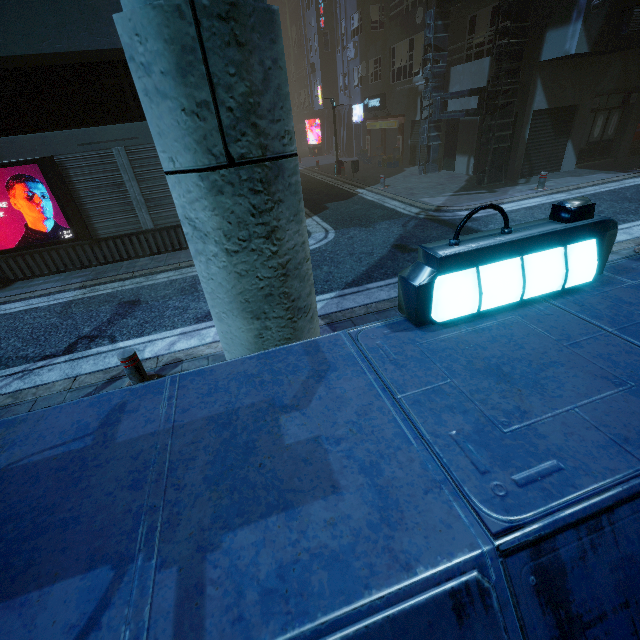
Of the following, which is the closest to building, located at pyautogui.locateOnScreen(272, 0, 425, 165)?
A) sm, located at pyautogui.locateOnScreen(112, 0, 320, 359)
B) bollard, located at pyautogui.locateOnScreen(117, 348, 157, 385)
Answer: sm, located at pyautogui.locateOnScreen(112, 0, 320, 359)

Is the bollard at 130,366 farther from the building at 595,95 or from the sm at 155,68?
the building at 595,95

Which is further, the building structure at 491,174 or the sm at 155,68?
the building structure at 491,174

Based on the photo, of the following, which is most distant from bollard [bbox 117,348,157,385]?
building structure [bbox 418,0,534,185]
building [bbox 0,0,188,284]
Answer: building structure [bbox 418,0,534,185]

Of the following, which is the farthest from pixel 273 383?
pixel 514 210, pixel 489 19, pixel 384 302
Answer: pixel 489 19

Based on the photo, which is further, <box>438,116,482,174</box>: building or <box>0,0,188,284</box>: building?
<box>438,116,482,174</box>: building

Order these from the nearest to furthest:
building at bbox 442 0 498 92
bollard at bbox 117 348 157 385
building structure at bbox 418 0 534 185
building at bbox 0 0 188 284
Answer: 1. bollard at bbox 117 348 157 385
2. building at bbox 0 0 188 284
3. building structure at bbox 418 0 534 185
4. building at bbox 442 0 498 92
